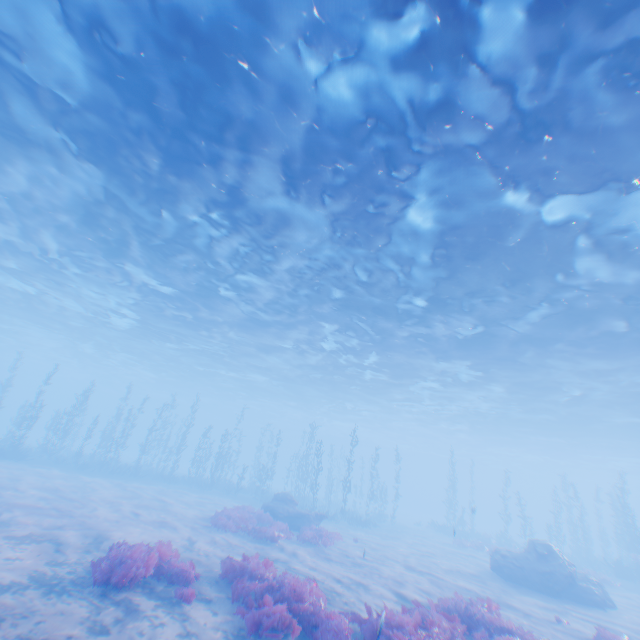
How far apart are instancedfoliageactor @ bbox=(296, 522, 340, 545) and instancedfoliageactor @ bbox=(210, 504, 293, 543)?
3.3m

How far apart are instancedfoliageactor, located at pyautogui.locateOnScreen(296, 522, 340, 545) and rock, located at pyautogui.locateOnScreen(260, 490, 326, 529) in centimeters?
253cm

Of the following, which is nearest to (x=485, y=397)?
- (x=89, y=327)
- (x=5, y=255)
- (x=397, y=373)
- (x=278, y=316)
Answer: (x=397, y=373)

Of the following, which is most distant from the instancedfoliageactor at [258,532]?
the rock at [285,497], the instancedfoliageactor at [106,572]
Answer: the instancedfoliageactor at [106,572]

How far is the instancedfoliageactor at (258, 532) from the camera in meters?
15.0

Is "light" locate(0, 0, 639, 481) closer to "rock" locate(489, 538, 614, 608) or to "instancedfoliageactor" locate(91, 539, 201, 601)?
"rock" locate(489, 538, 614, 608)

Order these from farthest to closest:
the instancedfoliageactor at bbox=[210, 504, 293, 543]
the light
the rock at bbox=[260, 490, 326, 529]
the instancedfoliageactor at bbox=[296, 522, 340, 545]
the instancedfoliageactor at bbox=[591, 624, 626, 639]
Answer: the rock at bbox=[260, 490, 326, 529] → the instancedfoliageactor at bbox=[296, 522, 340, 545] → the instancedfoliageactor at bbox=[210, 504, 293, 543] → the instancedfoliageactor at bbox=[591, 624, 626, 639] → the light

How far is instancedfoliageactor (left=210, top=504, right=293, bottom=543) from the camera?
15.0m
